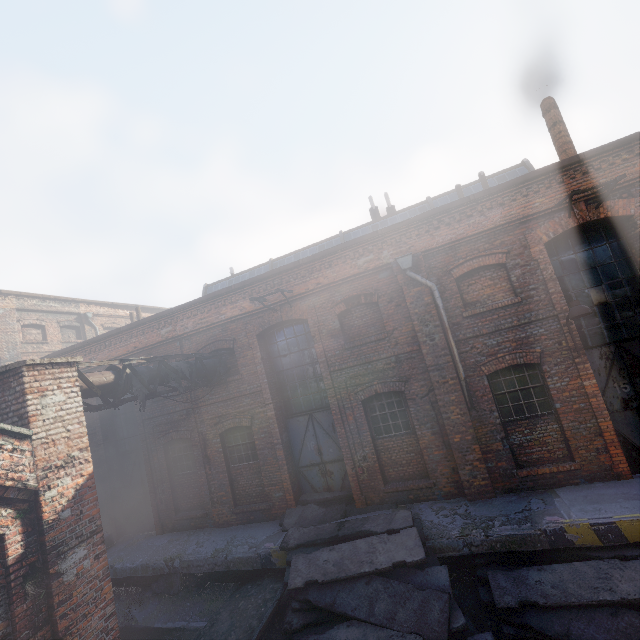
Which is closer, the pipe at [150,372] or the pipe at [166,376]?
the pipe at [150,372]

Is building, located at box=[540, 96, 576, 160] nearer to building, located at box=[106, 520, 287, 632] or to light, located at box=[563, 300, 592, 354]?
light, located at box=[563, 300, 592, 354]

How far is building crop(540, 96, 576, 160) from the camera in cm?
1051

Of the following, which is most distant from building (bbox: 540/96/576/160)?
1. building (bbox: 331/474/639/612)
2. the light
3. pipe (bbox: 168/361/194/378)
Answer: pipe (bbox: 168/361/194/378)

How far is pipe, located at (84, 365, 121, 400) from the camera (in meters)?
6.76

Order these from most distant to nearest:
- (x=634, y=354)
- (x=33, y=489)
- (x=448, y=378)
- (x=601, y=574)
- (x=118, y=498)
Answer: (x=118, y=498), (x=448, y=378), (x=634, y=354), (x=601, y=574), (x=33, y=489)

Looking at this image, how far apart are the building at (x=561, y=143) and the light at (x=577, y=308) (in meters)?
5.91
